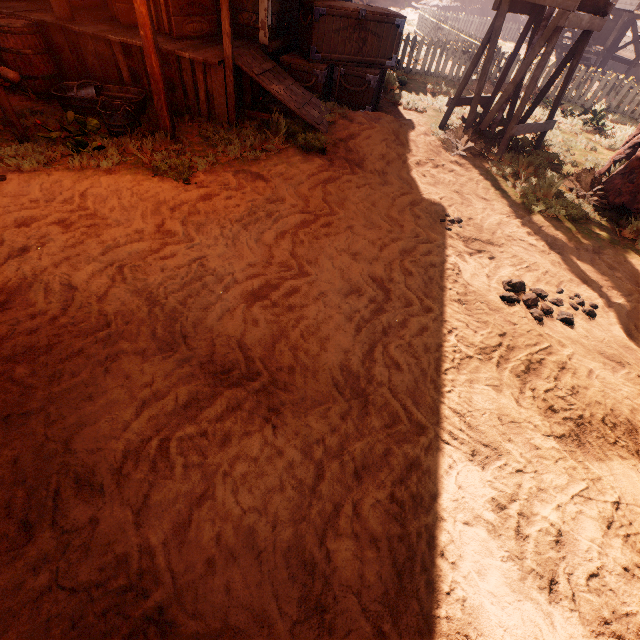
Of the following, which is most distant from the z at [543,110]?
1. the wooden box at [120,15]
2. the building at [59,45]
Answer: the wooden box at [120,15]

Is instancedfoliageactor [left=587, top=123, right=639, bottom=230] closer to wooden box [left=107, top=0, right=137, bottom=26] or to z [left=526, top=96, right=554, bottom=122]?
z [left=526, top=96, right=554, bottom=122]

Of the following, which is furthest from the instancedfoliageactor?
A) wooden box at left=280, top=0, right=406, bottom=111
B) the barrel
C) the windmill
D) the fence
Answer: the barrel

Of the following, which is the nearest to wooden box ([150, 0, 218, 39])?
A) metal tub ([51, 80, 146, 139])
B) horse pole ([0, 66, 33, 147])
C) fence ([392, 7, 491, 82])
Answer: metal tub ([51, 80, 146, 139])

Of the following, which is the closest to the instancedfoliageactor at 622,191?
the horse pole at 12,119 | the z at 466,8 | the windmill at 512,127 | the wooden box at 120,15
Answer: Result: the z at 466,8

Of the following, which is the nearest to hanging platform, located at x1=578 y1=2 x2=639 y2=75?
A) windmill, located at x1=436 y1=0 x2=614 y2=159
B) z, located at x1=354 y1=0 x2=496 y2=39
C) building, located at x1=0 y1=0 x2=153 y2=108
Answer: z, located at x1=354 y1=0 x2=496 y2=39

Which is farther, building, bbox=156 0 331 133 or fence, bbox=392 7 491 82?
fence, bbox=392 7 491 82

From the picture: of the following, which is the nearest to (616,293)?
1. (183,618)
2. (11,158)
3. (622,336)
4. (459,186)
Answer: (622,336)
